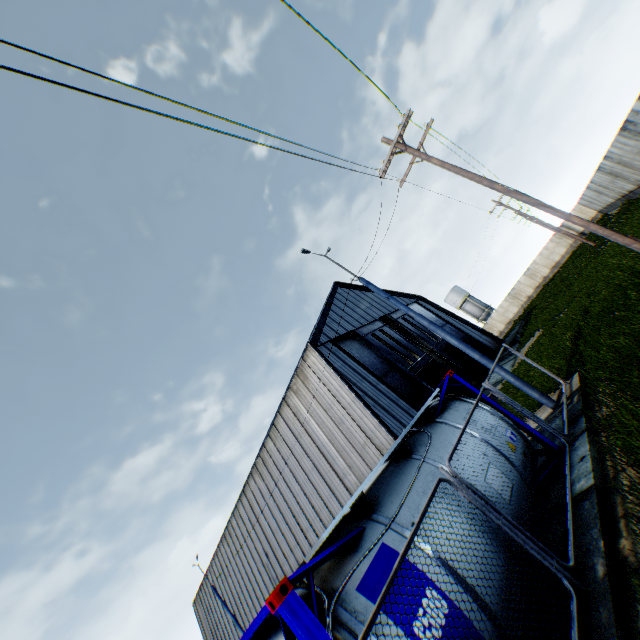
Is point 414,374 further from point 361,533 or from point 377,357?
point 361,533

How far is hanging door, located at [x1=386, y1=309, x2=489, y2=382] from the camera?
29.2m

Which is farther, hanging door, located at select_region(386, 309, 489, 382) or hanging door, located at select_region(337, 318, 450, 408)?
hanging door, located at select_region(386, 309, 489, 382)

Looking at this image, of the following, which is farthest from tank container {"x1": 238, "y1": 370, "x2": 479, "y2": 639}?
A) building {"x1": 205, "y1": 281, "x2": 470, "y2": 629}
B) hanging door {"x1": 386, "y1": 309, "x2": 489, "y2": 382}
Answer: hanging door {"x1": 386, "y1": 309, "x2": 489, "y2": 382}

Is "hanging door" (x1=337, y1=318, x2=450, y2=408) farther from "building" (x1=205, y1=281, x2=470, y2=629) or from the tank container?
the tank container

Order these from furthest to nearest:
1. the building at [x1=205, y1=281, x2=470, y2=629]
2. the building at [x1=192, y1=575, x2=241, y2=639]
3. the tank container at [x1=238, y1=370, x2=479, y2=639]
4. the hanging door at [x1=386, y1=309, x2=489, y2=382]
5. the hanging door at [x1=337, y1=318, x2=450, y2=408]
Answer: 1. the building at [x1=192, y1=575, x2=241, y2=639]
2. the hanging door at [x1=386, y1=309, x2=489, y2=382]
3. the hanging door at [x1=337, y1=318, x2=450, y2=408]
4. the building at [x1=205, y1=281, x2=470, y2=629]
5. the tank container at [x1=238, y1=370, x2=479, y2=639]

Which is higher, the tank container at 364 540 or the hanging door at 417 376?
the hanging door at 417 376

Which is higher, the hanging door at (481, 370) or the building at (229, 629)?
the building at (229, 629)
